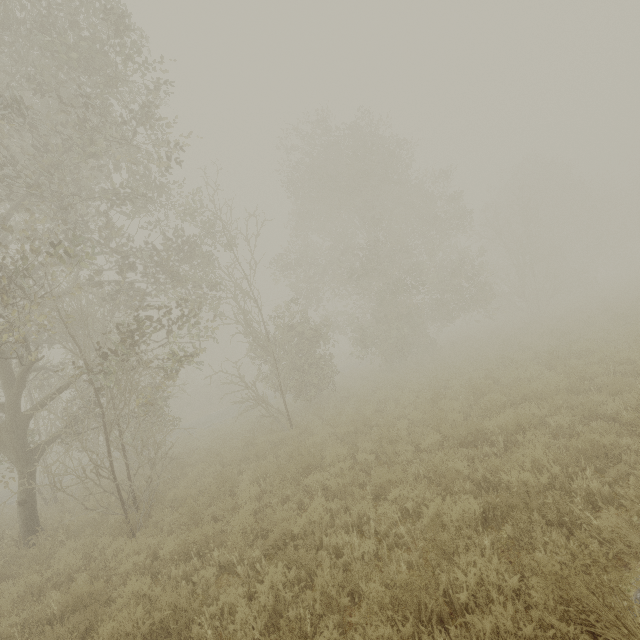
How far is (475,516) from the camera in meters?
4.4
